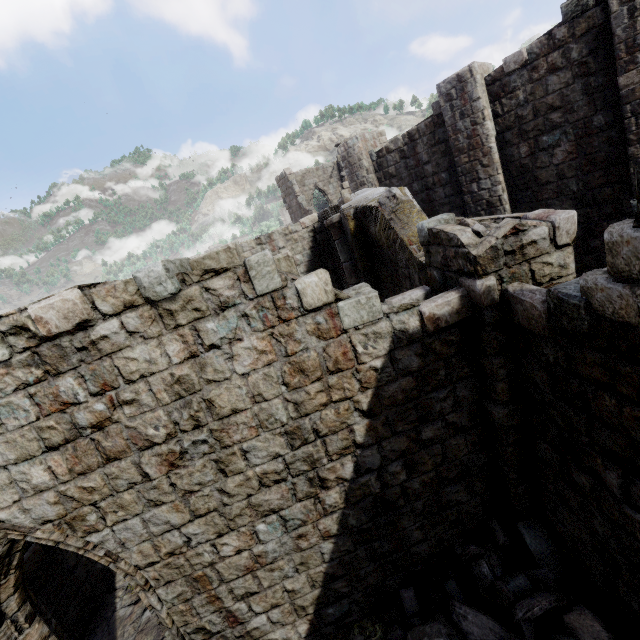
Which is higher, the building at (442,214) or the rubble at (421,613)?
the building at (442,214)

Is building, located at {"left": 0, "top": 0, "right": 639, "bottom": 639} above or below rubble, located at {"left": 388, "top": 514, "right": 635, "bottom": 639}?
above

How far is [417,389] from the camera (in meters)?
4.45
